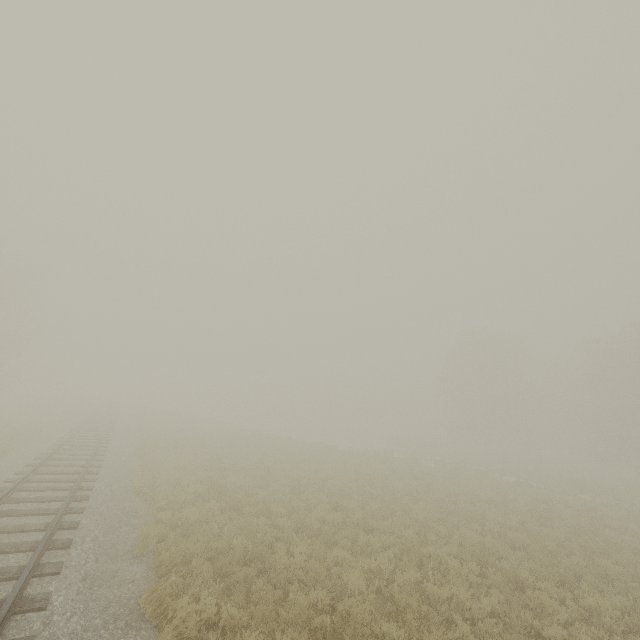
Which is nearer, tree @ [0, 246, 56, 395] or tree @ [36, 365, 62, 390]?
tree @ [0, 246, 56, 395]

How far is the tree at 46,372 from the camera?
57.82m

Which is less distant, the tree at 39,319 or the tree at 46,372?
the tree at 39,319

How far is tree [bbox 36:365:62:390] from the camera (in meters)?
57.82

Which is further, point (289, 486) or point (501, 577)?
point (289, 486)
